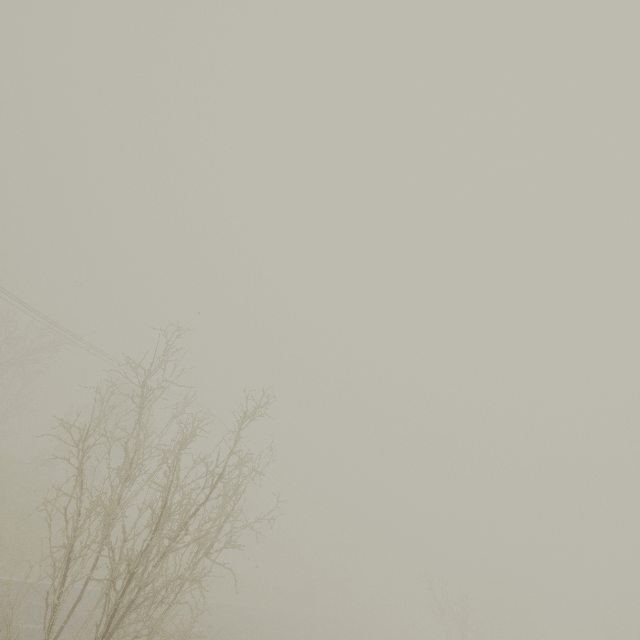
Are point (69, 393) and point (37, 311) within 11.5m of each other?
yes
